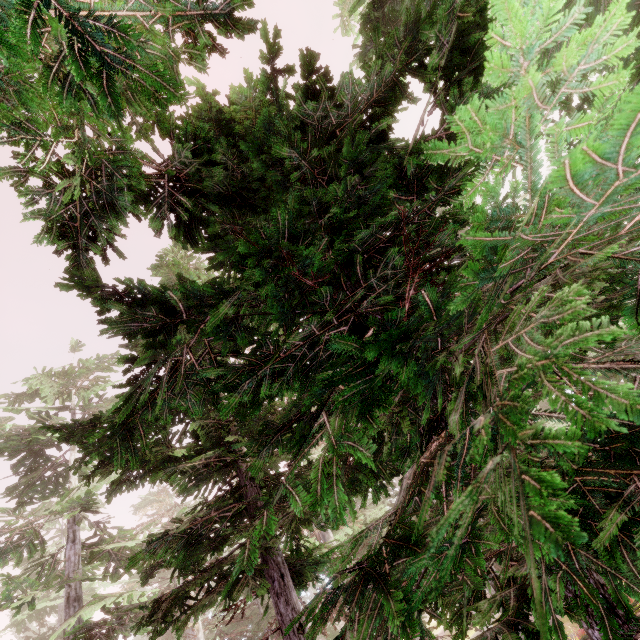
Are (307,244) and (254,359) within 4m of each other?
yes
